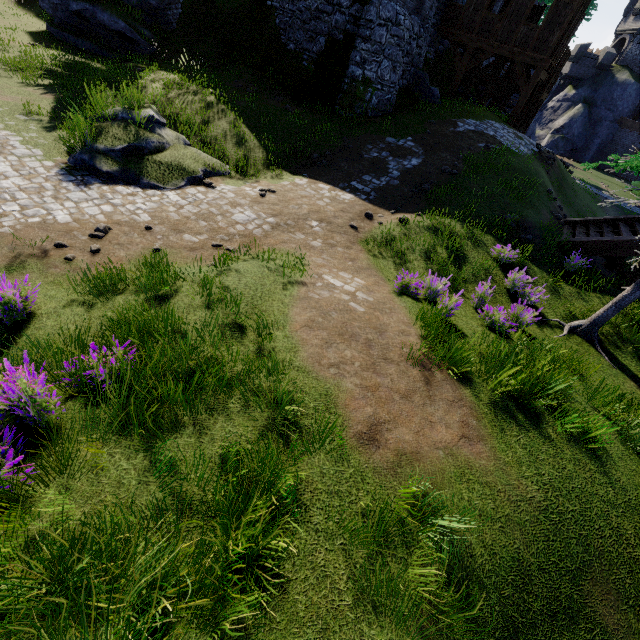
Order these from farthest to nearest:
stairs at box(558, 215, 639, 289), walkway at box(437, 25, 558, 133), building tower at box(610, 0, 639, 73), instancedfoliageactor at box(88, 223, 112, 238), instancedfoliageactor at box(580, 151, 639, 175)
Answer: building tower at box(610, 0, 639, 73), walkway at box(437, 25, 558, 133), stairs at box(558, 215, 639, 289), instancedfoliageactor at box(88, 223, 112, 238), instancedfoliageactor at box(580, 151, 639, 175)

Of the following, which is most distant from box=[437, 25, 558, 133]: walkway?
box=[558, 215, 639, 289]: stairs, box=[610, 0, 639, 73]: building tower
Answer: box=[610, 0, 639, 73]: building tower

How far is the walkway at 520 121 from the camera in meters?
16.7

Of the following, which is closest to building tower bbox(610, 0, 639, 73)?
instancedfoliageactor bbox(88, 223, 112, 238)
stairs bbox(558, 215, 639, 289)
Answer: stairs bbox(558, 215, 639, 289)

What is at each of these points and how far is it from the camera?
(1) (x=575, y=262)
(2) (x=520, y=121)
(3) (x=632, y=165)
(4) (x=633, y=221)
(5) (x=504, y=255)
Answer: (1) instancedfoliageactor, 9.2m
(2) walkway, 19.9m
(3) instancedfoliageactor, 5.7m
(4) stairs, 11.4m
(5) instancedfoliageactor, 9.0m

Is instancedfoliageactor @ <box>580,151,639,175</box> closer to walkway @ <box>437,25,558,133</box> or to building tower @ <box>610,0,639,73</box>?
walkway @ <box>437,25,558,133</box>

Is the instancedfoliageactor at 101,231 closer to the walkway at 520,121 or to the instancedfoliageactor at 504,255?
the instancedfoliageactor at 504,255

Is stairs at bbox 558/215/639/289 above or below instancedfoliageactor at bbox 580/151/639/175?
below
